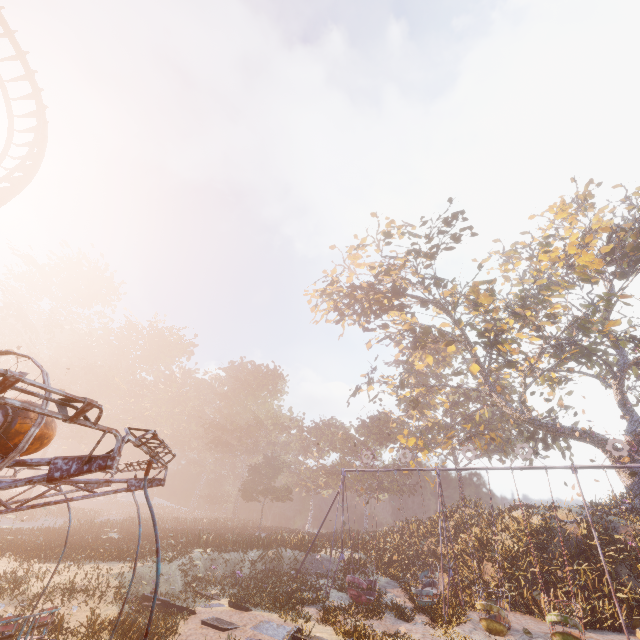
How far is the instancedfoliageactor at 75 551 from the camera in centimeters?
1597cm

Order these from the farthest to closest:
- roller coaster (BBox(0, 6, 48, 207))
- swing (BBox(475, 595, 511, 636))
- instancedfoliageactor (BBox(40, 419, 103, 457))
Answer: instancedfoliageactor (BBox(40, 419, 103, 457)), roller coaster (BBox(0, 6, 48, 207)), swing (BBox(475, 595, 511, 636))

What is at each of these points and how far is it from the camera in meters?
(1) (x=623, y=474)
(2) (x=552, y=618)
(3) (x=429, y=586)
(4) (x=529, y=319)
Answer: (1) tree, 24.0 m
(2) swing, 11.4 m
(3) swing, 17.2 m
(4) tree, 25.1 m

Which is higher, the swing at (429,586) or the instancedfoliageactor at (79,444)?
the instancedfoliageactor at (79,444)

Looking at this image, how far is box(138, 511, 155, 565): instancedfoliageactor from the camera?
16.64m

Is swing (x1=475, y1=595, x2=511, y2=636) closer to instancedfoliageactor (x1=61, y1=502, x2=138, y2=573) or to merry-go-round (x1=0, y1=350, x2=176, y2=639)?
instancedfoliageactor (x1=61, y1=502, x2=138, y2=573)

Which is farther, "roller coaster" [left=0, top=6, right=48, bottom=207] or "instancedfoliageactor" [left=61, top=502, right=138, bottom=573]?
"instancedfoliageactor" [left=61, top=502, right=138, bottom=573]
